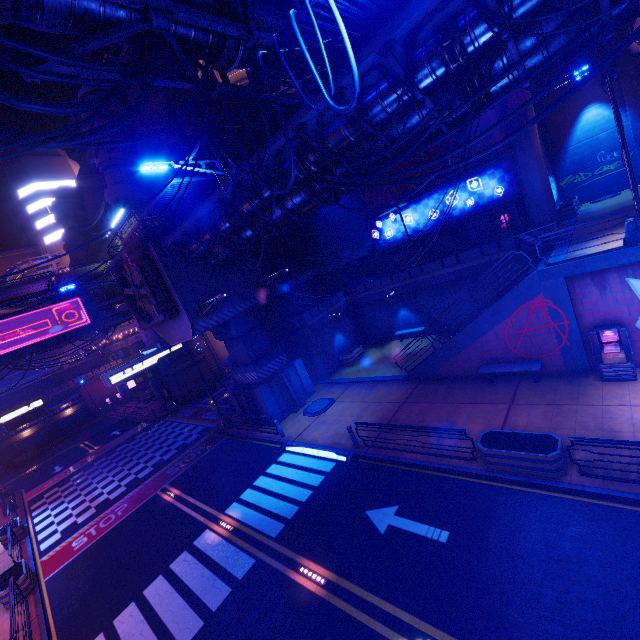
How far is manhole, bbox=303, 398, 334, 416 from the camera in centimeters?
1934cm

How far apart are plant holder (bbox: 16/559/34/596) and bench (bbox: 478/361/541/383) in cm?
2225

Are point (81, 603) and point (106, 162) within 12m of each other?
no

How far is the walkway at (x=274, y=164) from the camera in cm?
980

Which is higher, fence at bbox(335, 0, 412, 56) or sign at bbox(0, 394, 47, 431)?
fence at bbox(335, 0, 412, 56)

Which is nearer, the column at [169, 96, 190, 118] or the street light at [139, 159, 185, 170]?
the street light at [139, 159, 185, 170]

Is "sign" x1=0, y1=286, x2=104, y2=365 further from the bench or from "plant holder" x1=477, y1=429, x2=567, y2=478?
"plant holder" x1=477, y1=429, x2=567, y2=478

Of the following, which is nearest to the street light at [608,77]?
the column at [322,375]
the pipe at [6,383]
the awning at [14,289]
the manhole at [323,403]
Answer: the manhole at [323,403]
